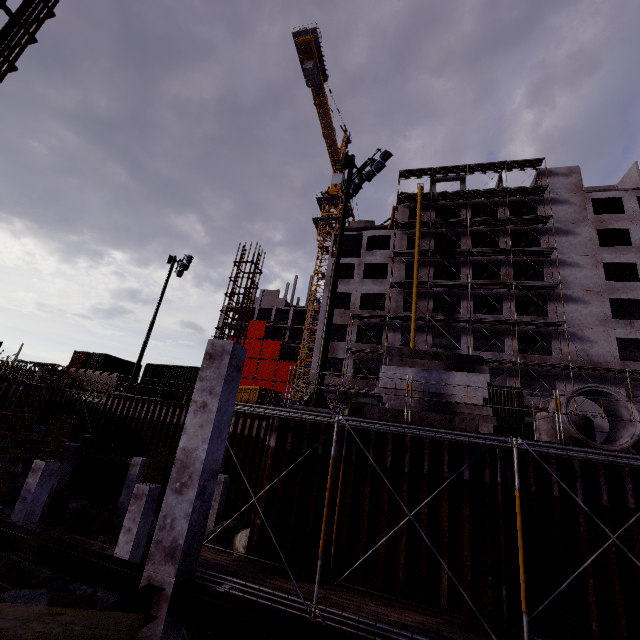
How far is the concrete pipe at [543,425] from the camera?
9.5 meters

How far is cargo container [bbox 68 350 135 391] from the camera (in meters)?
40.44

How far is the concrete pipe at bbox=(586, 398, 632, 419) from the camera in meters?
8.6

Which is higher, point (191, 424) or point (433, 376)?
point (433, 376)

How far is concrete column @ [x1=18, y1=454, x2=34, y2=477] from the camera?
24.8m

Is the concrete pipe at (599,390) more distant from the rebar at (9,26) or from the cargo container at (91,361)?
the cargo container at (91,361)

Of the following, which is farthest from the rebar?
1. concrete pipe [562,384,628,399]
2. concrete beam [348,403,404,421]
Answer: concrete pipe [562,384,628,399]
